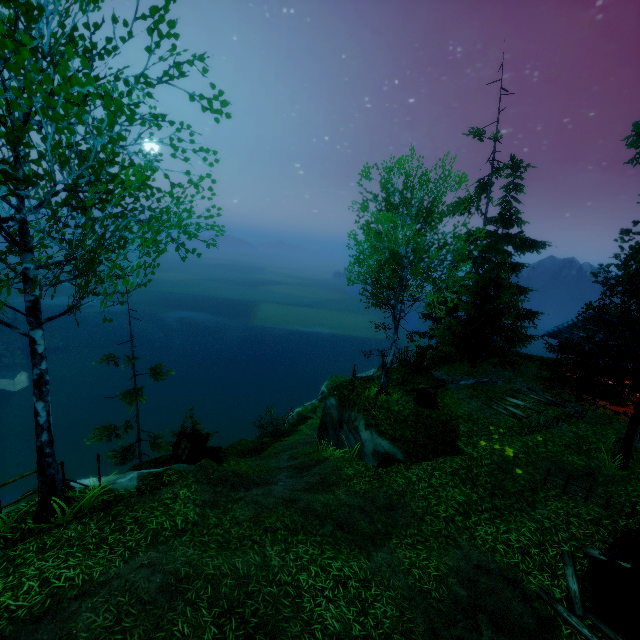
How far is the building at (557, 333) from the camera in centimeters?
1644cm

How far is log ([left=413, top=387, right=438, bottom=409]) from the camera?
14.4 meters

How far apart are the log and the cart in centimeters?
879cm

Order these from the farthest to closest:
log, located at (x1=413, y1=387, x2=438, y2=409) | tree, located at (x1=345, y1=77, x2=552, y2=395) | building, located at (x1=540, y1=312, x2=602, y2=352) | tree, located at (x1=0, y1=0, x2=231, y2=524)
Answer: building, located at (x1=540, y1=312, x2=602, y2=352) → log, located at (x1=413, y1=387, x2=438, y2=409) → tree, located at (x1=345, y1=77, x2=552, y2=395) → tree, located at (x1=0, y1=0, x2=231, y2=524)

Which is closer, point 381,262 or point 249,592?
point 249,592

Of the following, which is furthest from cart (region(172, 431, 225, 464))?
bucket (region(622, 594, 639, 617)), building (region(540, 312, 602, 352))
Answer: building (region(540, 312, 602, 352))

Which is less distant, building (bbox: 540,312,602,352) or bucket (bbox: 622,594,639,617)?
bucket (bbox: 622,594,639,617)

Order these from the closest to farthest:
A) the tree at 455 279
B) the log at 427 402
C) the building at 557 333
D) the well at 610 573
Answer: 1. the well at 610 573
2. the tree at 455 279
3. the log at 427 402
4. the building at 557 333
